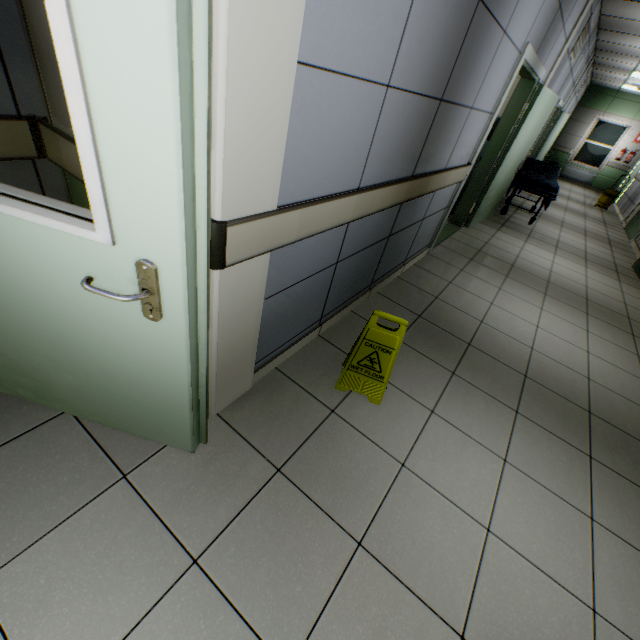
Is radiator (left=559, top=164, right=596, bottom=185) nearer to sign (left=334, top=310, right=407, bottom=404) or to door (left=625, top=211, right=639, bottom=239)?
door (left=625, top=211, right=639, bottom=239)

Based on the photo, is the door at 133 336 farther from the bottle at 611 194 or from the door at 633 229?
the bottle at 611 194

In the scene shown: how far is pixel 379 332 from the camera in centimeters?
190cm

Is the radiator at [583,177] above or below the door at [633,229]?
above

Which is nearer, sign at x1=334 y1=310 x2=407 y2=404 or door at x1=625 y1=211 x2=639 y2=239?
sign at x1=334 y1=310 x2=407 y2=404

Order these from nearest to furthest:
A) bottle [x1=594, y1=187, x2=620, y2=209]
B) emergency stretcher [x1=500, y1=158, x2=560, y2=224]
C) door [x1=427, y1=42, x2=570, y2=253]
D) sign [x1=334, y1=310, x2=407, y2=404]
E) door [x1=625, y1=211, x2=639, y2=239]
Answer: sign [x1=334, y1=310, x2=407, y2=404] < door [x1=427, y1=42, x2=570, y2=253] < emergency stretcher [x1=500, y1=158, x2=560, y2=224] < door [x1=625, y1=211, x2=639, y2=239] < bottle [x1=594, y1=187, x2=620, y2=209]

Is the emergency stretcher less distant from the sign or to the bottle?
the bottle

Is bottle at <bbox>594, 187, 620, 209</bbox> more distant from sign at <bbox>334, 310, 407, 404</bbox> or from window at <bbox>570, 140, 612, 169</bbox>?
sign at <bbox>334, 310, 407, 404</bbox>
